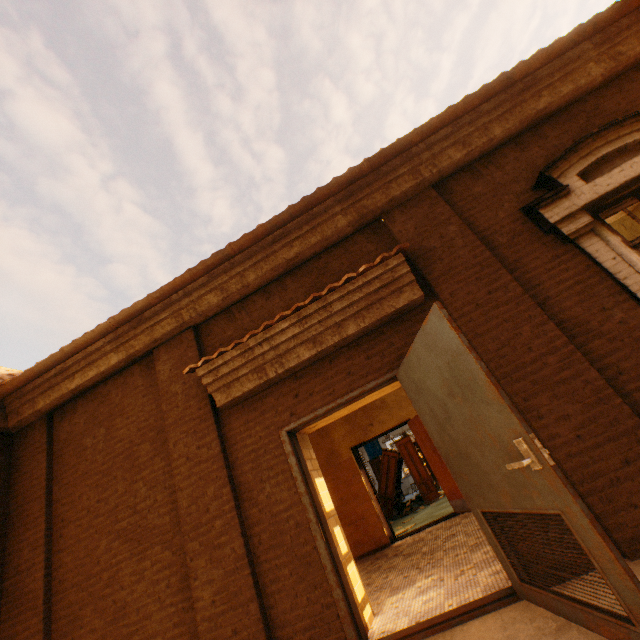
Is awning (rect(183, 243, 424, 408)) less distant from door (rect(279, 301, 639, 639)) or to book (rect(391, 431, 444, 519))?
door (rect(279, 301, 639, 639))

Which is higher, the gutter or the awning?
the gutter

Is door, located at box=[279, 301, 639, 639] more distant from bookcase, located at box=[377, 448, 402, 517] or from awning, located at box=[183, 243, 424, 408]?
bookcase, located at box=[377, 448, 402, 517]

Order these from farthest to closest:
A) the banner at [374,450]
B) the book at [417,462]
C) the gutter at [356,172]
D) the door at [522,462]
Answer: the banner at [374,450] < the book at [417,462] < the gutter at [356,172] < the door at [522,462]

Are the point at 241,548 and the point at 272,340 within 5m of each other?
yes

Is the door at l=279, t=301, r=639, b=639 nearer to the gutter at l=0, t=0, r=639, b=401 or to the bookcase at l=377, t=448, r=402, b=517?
the gutter at l=0, t=0, r=639, b=401

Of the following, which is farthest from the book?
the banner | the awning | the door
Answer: the awning

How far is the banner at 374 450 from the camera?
19.2 meters
